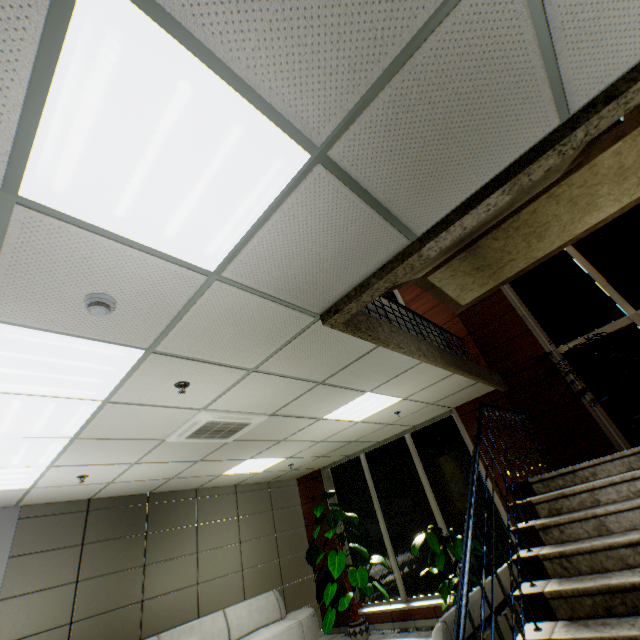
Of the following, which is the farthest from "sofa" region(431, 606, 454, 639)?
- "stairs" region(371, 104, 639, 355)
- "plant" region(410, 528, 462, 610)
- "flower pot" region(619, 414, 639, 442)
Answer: "flower pot" region(619, 414, 639, 442)

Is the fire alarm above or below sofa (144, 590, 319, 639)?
above

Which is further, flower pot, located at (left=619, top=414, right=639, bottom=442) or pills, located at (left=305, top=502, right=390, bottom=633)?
pills, located at (left=305, top=502, right=390, bottom=633)

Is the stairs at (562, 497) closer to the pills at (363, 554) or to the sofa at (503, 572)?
the sofa at (503, 572)

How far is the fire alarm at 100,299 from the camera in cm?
196

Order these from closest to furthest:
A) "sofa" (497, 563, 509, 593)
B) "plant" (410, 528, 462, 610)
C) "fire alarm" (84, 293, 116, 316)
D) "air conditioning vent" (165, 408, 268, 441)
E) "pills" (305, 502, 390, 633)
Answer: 1. "fire alarm" (84, 293, 116, 316)
2. "sofa" (497, 563, 509, 593)
3. "air conditioning vent" (165, 408, 268, 441)
4. "plant" (410, 528, 462, 610)
5. "pills" (305, 502, 390, 633)

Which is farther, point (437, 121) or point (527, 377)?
point (527, 377)

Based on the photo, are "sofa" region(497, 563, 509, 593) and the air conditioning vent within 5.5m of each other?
→ yes
